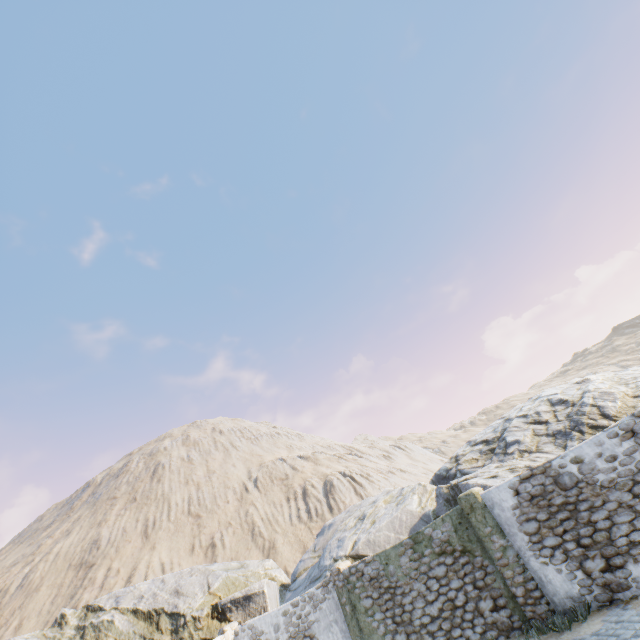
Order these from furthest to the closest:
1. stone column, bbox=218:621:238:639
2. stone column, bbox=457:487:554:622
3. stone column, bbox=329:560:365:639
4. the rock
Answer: the rock, stone column, bbox=218:621:238:639, stone column, bbox=329:560:365:639, stone column, bbox=457:487:554:622

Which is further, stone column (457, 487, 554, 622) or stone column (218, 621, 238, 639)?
stone column (218, 621, 238, 639)

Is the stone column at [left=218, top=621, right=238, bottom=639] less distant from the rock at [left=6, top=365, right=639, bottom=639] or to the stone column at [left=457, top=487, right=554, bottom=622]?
the rock at [left=6, top=365, right=639, bottom=639]

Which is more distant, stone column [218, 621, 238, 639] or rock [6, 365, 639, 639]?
rock [6, 365, 639, 639]

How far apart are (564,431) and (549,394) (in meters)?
A: 5.04

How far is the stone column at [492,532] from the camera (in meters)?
8.17

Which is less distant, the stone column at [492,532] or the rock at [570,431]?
the stone column at [492,532]

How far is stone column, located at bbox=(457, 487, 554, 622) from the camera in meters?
8.2 m
